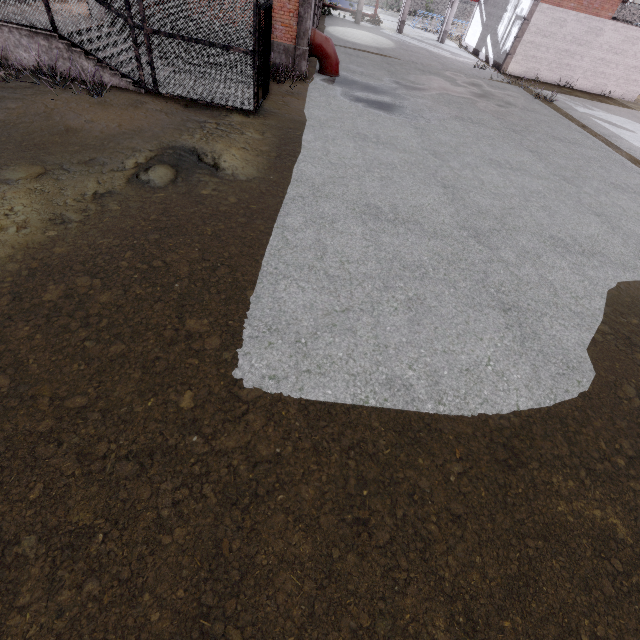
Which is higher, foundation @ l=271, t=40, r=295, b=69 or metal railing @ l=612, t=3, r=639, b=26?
metal railing @ l=612, t=3, r=639, b=26

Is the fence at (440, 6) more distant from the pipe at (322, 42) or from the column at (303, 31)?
the pipe at (322, 42)

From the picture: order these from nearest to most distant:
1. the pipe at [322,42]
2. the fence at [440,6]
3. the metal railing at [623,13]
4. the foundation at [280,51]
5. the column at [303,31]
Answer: the column at [303,31]
the foundation at [280,51]
the pipe at [322,42]
the metal railing at [623,13]
the fence at [440,6]

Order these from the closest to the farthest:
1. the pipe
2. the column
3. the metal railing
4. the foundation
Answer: the column → the foundation → the pipe → the metal railing

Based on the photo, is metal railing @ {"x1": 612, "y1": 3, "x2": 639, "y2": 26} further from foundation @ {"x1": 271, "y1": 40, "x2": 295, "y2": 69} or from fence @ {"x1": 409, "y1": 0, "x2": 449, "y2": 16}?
foundation @ {"x1": 271, "y1": 40, "x2": 295, "y2": 69}

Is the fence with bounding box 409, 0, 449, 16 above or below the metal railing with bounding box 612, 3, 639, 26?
below

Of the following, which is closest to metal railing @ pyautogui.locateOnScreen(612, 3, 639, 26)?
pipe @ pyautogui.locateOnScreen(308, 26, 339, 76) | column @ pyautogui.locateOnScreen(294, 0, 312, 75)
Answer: pipe @ pyautogui.locateOnScreen(308, 26, 339, 76)

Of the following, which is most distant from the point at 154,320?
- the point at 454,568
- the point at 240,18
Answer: the point at 240,18
